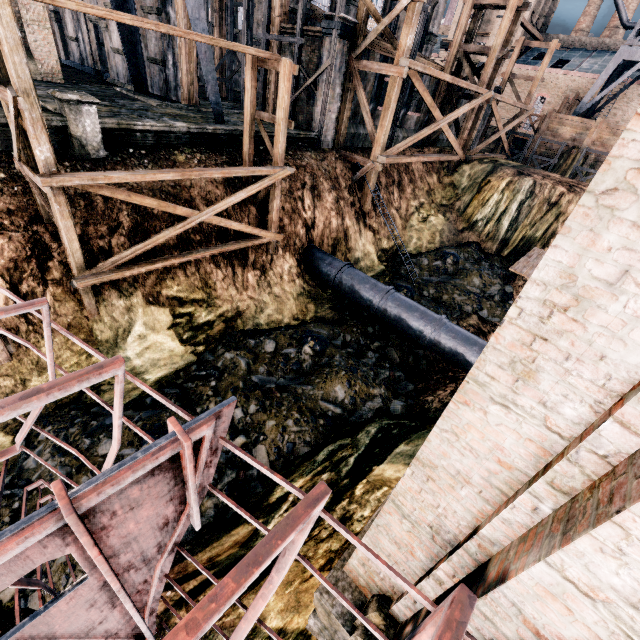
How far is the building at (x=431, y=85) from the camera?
25.7 meters

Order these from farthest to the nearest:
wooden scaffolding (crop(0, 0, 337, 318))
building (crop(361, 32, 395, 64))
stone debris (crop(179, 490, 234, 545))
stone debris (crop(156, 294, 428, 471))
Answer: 1. building (crop(361, 32, 395, 64))
2. stone debris (crop(156, 294, 428, 471))
3. stone debris (crop(179, 490, 234, 545))
4. wooden scaffolding (crop(0, 0, 337, 318))

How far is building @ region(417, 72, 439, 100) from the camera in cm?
2568

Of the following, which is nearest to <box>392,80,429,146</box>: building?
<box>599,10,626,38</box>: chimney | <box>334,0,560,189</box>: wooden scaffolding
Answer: <box>334,0,560,189</box>: wooden scaffolding

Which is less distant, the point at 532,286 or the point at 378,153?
the point at 532,286

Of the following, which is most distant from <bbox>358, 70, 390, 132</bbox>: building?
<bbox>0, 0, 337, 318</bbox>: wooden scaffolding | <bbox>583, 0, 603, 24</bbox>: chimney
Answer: <bbox>583, 0, 603, 24</bbox>: chimney

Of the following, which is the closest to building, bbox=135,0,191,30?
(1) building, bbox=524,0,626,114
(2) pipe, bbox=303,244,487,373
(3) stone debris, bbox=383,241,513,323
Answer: (2) pipe, bbox=303,244,487,373

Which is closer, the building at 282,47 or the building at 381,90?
the building at 282,47
